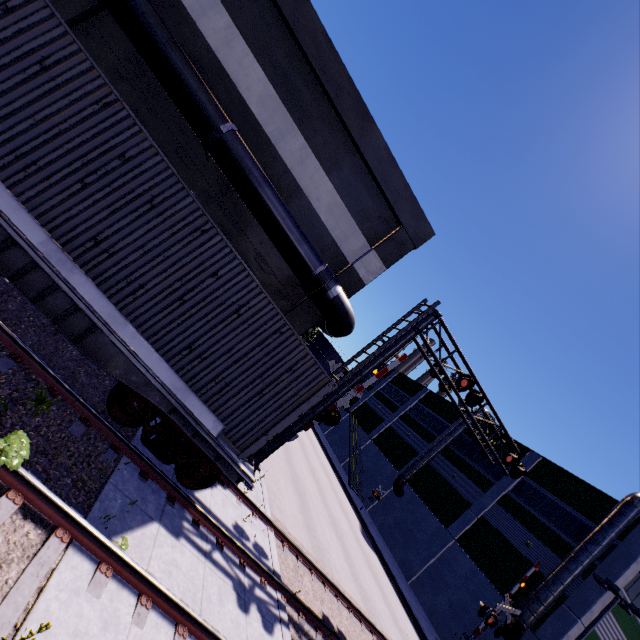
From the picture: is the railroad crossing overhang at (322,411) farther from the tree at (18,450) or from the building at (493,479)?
the tree at (18,450)

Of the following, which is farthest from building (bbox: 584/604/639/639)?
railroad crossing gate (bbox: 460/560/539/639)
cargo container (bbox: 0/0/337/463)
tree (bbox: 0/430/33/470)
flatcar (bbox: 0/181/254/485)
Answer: tree (bbox: 0/430/33/470)

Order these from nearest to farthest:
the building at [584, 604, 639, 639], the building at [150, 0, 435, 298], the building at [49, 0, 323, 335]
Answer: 1. the building at [49, 0, 323, 335]
2. the building at [150, 0, 435, 298]
3. the building at [584, 604, 639, 639]

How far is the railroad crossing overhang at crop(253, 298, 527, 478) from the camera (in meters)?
10.94

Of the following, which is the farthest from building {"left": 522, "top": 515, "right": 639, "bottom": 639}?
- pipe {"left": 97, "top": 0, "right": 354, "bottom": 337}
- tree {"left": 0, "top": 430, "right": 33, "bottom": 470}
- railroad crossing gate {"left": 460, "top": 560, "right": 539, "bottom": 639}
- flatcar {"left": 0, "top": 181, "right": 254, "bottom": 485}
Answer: tree {"left": 0, "top": 430, "right": 33, "bottom": 470}

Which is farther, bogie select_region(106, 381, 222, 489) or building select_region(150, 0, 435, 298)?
building select_region(150, 0, 435, 298)

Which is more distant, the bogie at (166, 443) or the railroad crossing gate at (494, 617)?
the railroad crossing gate at (494, 617)

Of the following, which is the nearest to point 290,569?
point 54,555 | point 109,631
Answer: point 109,631
